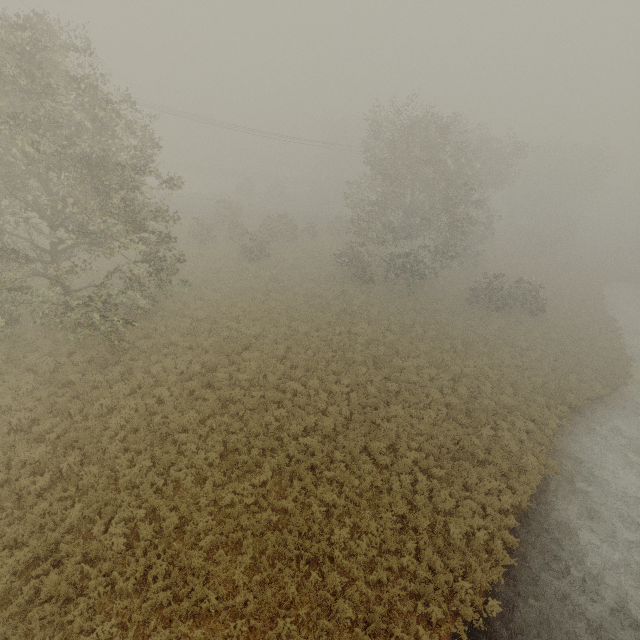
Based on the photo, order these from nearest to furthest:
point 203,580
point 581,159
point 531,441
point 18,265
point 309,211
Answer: point 203,580
point 18,265
point 531,441
point 581,159
point 309,211
